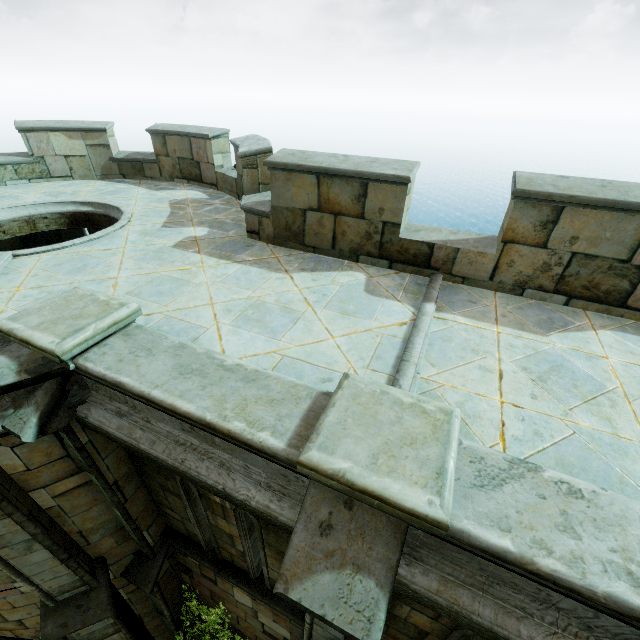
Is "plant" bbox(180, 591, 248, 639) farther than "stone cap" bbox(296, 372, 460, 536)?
Yes

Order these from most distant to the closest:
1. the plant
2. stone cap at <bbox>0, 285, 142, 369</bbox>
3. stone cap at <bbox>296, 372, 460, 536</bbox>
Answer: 1. the plant
2. stone cap at <bbox>0, 285, 142, 369</bbox>
3. stone cap at <bbox>296, 372, 460, 536</bbox>

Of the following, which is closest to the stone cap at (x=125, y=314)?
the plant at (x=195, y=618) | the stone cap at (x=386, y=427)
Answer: the stone cap at (x=386, y=427)

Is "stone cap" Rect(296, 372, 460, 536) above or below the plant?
above

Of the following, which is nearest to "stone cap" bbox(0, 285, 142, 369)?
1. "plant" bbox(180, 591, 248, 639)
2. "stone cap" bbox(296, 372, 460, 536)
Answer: "stone cap" bbox(296, 372, 460, 536)

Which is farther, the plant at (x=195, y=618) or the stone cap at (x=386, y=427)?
the plant at (x=195, y=618)

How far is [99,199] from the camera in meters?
8.2 m

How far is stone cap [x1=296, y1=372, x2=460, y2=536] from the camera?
1.92m
